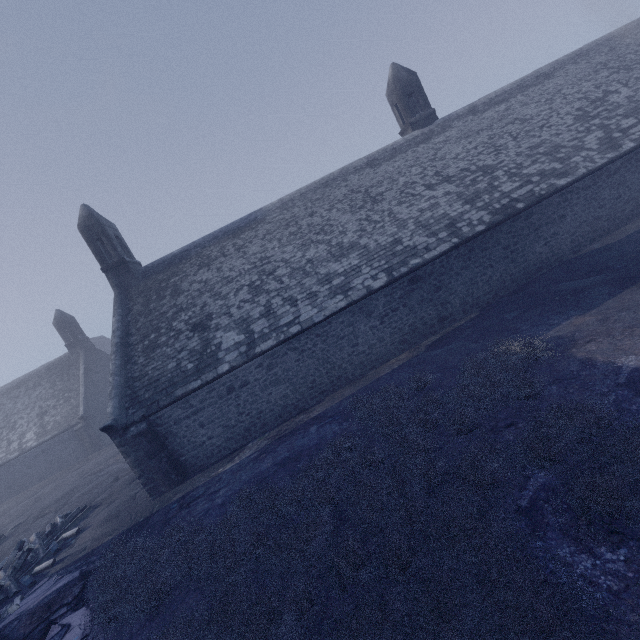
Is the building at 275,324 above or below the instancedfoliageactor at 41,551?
above

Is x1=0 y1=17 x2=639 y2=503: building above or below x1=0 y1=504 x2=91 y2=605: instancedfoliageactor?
above

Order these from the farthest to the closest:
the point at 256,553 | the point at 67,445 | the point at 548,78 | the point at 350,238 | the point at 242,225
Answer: the point at 67,445 → the point at 548,78 → the point at 242,225 → the point at 350,238 → the point at 256,553

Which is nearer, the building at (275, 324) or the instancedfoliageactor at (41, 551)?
the instancedfoliageactor at (41, 551)

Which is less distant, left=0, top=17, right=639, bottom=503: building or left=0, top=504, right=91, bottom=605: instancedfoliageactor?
left=0, top=504, right=91, bottom=605: instancedfoliageactor
